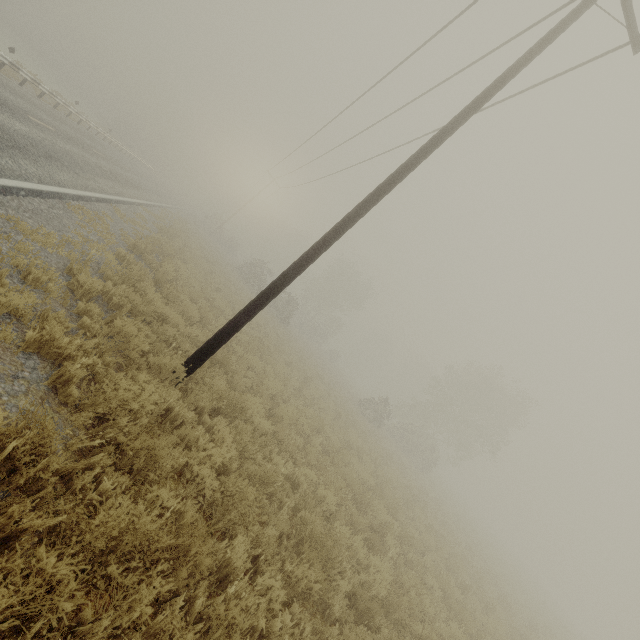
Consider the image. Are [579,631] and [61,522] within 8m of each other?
no
